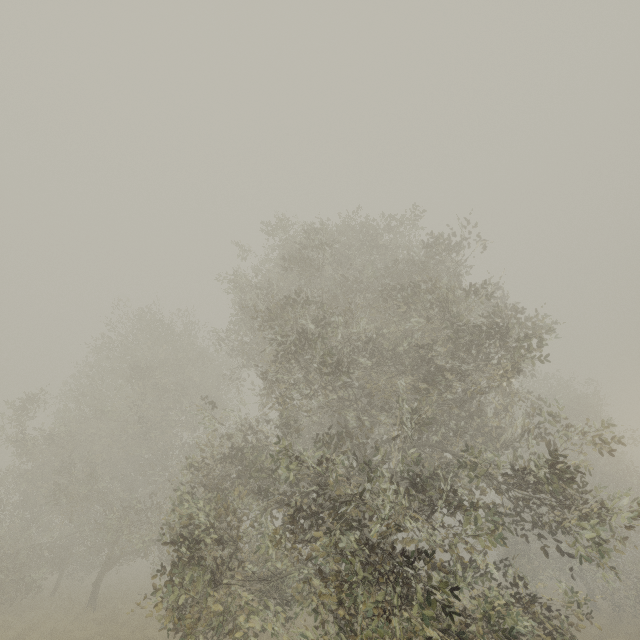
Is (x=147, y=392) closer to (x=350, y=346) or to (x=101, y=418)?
(x=101, y=418)
